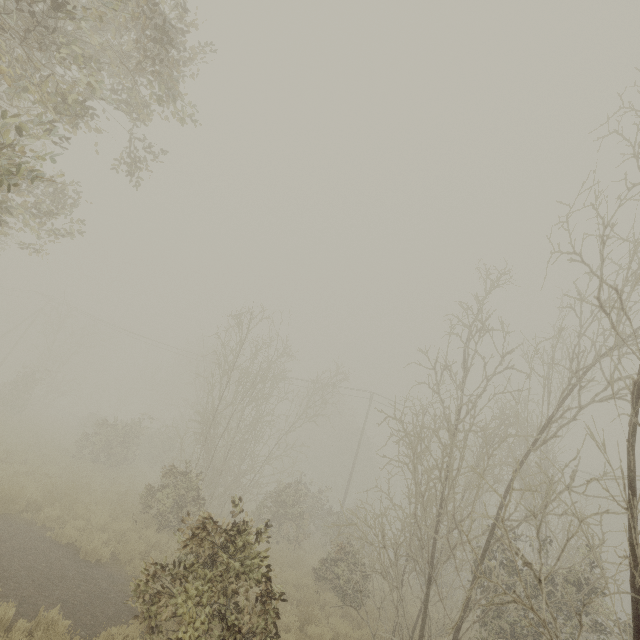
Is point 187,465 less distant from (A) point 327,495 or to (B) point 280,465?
(B) point 280,465
